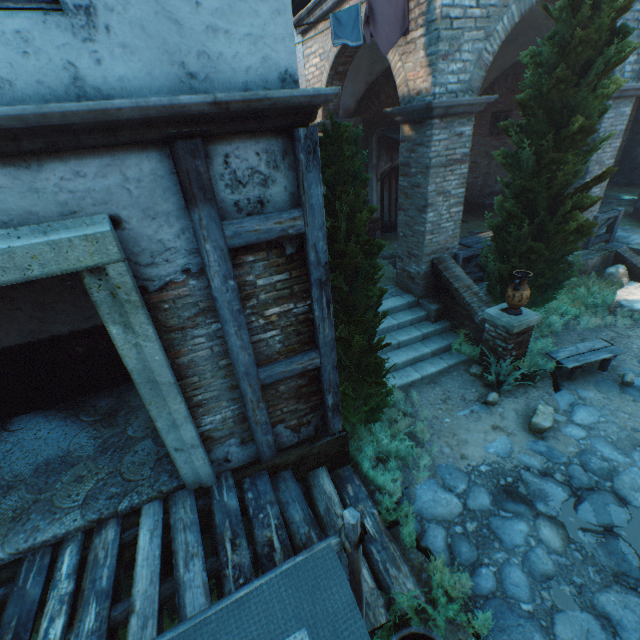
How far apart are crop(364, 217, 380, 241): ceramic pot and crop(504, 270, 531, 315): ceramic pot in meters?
6.3 m

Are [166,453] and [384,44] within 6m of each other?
no

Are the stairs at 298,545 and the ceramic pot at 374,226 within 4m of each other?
no

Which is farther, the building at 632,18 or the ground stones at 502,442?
the building at 632,18

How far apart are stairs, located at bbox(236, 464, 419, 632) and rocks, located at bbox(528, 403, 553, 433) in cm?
307

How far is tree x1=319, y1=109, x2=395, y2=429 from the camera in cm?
337

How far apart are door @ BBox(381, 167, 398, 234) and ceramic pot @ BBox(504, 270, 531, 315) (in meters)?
7.35

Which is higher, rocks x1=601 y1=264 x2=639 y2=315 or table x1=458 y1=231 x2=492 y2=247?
table x1=458 y1=231 x2=492 y2=247
